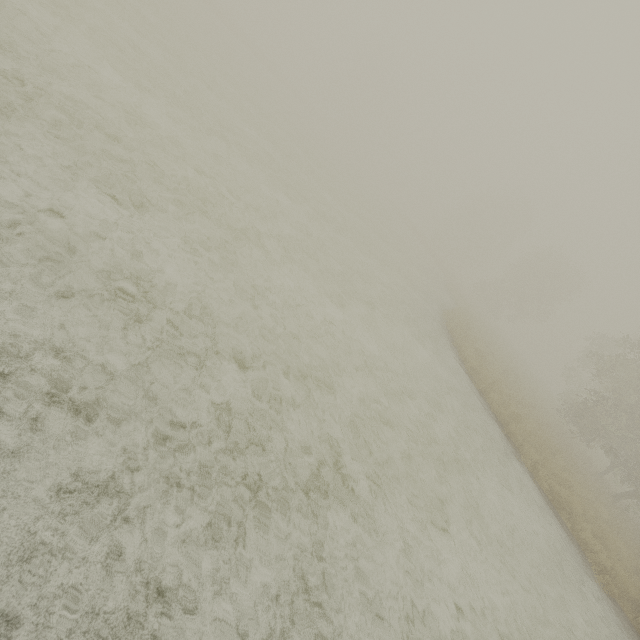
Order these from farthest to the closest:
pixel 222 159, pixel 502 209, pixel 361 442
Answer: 1. pixel 502 209
2. pixel 222 159
3. pixel 361 442
